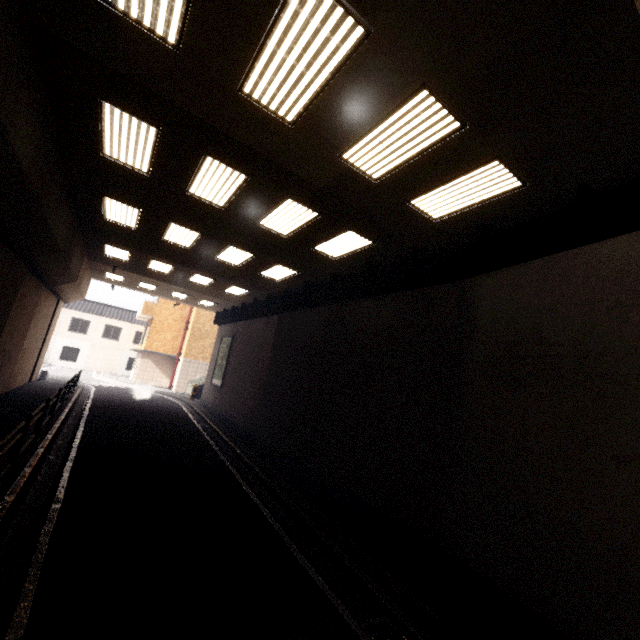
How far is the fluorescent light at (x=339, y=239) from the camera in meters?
8.9 m

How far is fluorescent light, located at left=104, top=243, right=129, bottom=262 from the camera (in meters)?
13.89

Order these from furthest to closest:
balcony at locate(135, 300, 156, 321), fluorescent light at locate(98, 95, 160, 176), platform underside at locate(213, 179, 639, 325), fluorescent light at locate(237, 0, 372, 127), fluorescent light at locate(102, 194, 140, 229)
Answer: balcony at locate(135, 300, 156, 321) → fluorescent light at locate(102, 194, 140, 229) → fluorescent light at locate(98, 95, 160, 176) → platform underside at locate(213, 179, 639, 325) → fluorescent light at locate(237, 0, 372, 127)

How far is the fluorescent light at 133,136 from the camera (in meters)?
5.91

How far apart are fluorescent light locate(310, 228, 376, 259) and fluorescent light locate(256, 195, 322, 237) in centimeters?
91cm

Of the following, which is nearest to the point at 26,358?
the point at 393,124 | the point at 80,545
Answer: the point at 80,545

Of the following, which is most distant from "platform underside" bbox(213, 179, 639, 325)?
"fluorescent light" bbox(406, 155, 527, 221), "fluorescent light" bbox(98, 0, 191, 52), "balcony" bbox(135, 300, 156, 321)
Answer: "balcony" bbox(135, 300, 156, 321)

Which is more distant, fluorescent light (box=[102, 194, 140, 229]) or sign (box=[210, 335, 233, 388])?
sign (box=[210, 335, 233, 388])
